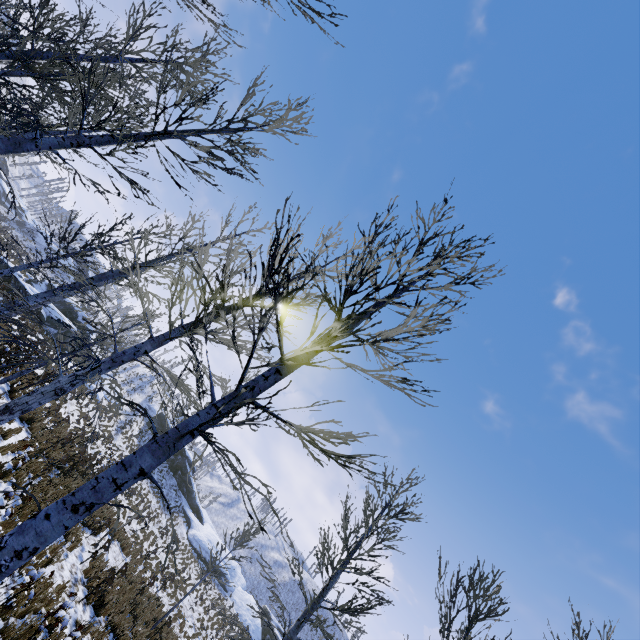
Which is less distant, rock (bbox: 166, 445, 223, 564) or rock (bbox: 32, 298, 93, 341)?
rock (bbox: 32, 298, 93, 341)

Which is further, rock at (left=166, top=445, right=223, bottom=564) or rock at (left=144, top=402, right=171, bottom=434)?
rock at (left=144, top=402, right=171, bottom=434)

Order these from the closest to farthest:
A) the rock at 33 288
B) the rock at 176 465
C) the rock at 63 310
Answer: the rock at 33 288, the rock at 63 310, the rock at 176 465

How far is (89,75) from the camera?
4.5 meters

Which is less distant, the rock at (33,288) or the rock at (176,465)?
the rock at (33,288)

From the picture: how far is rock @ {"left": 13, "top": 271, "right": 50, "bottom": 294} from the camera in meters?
26.3
